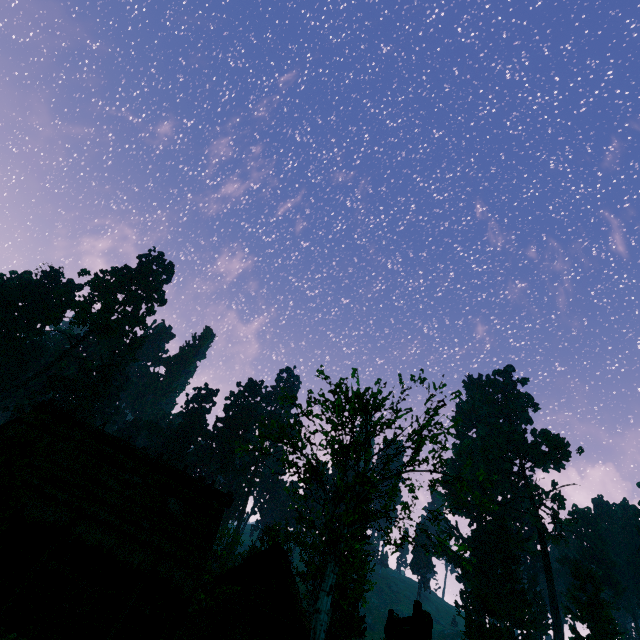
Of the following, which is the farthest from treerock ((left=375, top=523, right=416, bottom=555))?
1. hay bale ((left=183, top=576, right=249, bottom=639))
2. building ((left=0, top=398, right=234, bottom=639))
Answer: hay bale ((left=183, top=576, right=249, bottom=639))

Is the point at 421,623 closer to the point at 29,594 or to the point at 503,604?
the point at 29,594

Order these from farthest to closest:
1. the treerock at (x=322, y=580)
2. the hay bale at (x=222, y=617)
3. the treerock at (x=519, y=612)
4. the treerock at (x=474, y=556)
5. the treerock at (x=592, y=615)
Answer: the treerock at (x=592, y=615) → the treerock at (x=519, y=612) → the treerock at (x=474, y=556) → the treerock at (x=322, y=580) → the hay bale at (x=222, y=617)

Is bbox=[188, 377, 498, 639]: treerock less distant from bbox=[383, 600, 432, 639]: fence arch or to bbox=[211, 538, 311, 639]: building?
bbox=[211, 538, 311, 639]: building

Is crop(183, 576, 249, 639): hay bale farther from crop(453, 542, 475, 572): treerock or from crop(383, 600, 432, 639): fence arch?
crop(383, 600, 432, 639): fence arch

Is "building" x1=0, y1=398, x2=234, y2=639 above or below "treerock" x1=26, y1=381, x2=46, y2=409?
below

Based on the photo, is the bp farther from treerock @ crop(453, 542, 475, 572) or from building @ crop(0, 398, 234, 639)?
treerock @ crop(453, 542, 475, 572)

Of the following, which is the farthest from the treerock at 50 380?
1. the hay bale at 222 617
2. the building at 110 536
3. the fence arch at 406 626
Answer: the fence arch at 406 626
